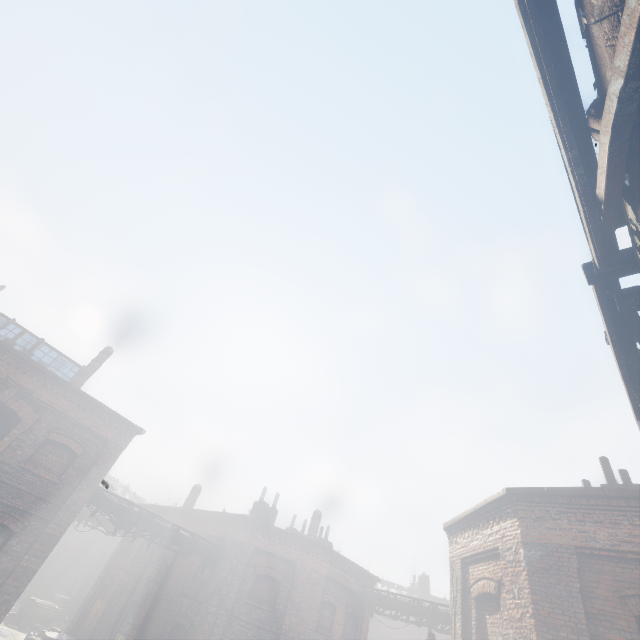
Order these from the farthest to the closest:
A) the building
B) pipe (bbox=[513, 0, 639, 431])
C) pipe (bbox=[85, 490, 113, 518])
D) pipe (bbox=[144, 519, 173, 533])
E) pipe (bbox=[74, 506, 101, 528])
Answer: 1. pipe (bbox=[74, 506, 101, 528])
2. the building
3. pipe (bbox=[144, 519, 173, 533])
4. pipe (bbox=[85, 490, 113, 518])
5. pipe (bbox=[513, 0, 639, 431])

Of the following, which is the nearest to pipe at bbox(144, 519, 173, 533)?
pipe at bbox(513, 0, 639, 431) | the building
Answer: the building

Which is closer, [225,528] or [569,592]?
[569,592]

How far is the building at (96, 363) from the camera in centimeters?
1569cm

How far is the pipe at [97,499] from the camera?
13.1 meters

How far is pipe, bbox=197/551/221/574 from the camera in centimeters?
1571cm
